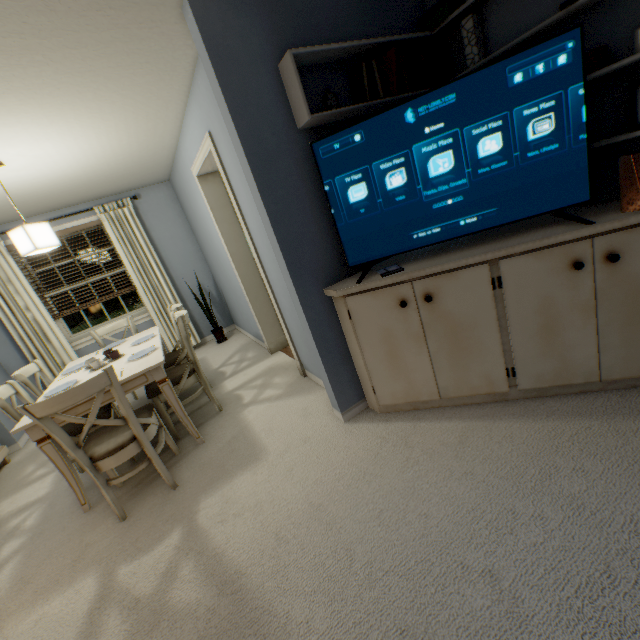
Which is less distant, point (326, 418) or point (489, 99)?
point (489, 99)

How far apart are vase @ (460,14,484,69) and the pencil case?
0.6m

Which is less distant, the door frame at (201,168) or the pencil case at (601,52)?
the pencil case at (601,52)

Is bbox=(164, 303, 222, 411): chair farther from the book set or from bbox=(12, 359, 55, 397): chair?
the book set

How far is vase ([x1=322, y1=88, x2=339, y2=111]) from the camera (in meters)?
1.77

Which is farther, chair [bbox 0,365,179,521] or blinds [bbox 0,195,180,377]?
blinds [bbox 0,195,180,377]

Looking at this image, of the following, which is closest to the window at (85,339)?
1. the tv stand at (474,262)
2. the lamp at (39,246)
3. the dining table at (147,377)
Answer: the dining table at (147,377)

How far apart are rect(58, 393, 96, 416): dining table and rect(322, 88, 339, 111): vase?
2.0 meters
